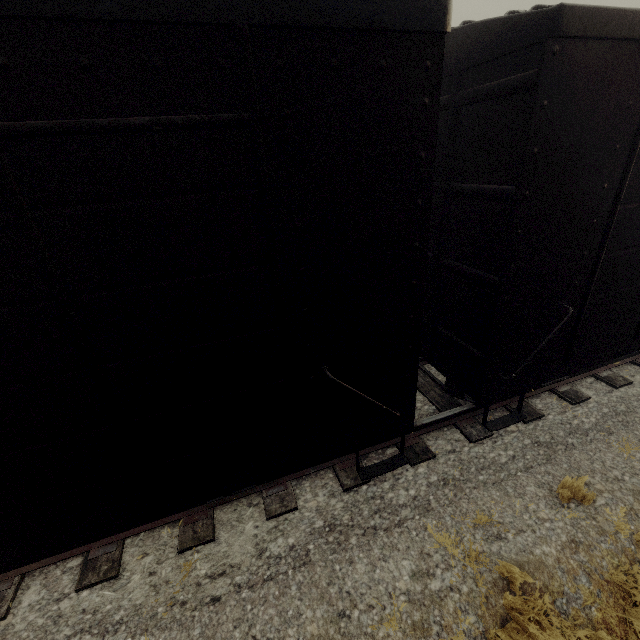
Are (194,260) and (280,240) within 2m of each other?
yes
